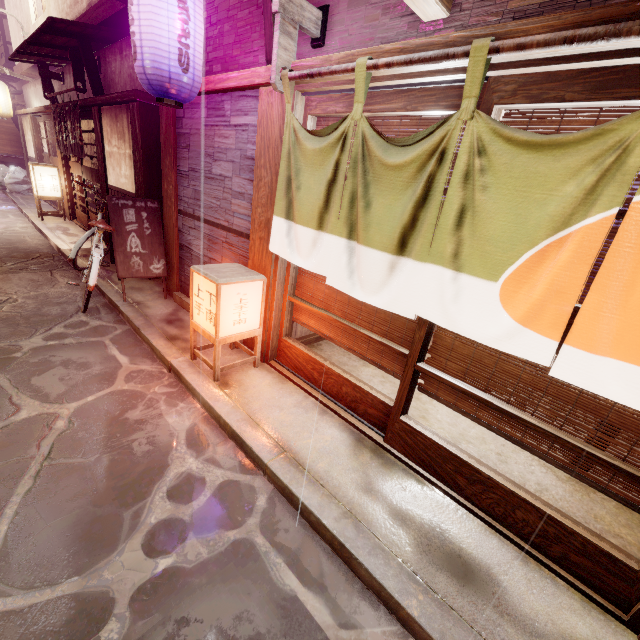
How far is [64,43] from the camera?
11.78m

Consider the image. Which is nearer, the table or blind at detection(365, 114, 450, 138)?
blind at detection(365, 114, 450, 138)

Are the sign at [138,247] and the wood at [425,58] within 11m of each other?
yes

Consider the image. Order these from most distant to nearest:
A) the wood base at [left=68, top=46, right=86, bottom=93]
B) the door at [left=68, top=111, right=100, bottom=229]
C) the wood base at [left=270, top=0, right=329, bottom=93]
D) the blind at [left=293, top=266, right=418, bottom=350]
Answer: the door at [left=68, top=111, right=100, bottom=229]
the wood base at [left=68, top=46, right=86, bottom=93]
the blind at [left=293, top=266, right=418, bottom=350]
the wood base at [left=270, top=0, right=329, bottom=93]

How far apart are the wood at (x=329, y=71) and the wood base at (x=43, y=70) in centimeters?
1732cm

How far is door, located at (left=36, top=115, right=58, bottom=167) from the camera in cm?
1777

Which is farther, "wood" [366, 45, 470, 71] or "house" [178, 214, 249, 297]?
"house" [178, 214, 249, 297]

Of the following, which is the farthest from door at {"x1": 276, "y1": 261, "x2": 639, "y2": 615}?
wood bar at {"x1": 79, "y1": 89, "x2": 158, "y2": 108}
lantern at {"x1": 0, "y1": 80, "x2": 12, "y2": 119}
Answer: lantern at {"x1": 0, "y1": 80, "x2": 12, "y2": 119}
